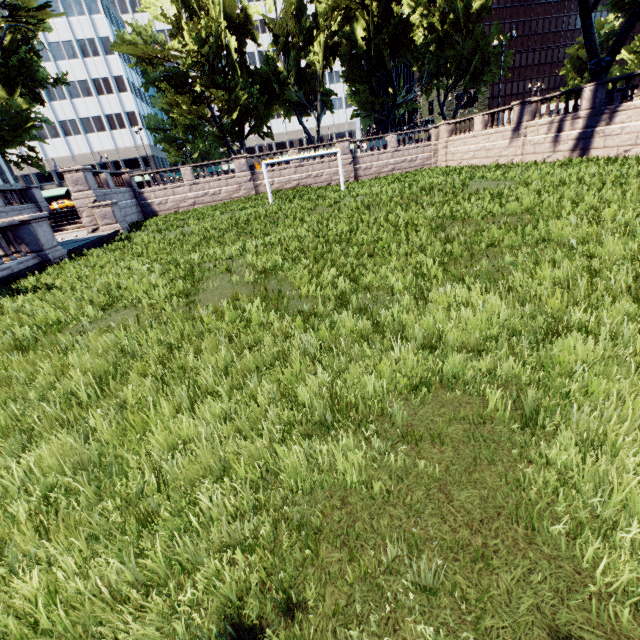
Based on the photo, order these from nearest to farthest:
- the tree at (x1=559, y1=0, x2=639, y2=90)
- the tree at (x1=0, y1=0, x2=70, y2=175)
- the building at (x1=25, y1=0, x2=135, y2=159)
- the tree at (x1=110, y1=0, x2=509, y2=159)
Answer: the tree at (x1=559, y1=0, x2=639, y2=90) < the tree at (x1=0, y1=0, x2=70, y2=175) < the tree at (x1=110, y1=0, x2=509, y2=159) < the building at (x1=25, y1=0, x2=135, y2=159)

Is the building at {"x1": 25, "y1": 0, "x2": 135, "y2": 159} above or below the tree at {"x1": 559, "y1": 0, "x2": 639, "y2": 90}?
above

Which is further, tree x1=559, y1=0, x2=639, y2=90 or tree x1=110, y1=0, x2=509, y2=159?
tree x1=110, y1=0, x2=509, y2=159

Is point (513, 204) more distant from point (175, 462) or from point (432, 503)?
A: point (175, 462)

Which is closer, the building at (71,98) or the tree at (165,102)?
the tree at (165,102)

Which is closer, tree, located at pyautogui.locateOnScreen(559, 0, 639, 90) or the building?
tree, located at pyautogui.locateOnScreen(559, 0, 639, 90)

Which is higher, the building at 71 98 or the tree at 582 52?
the building at 71 98
